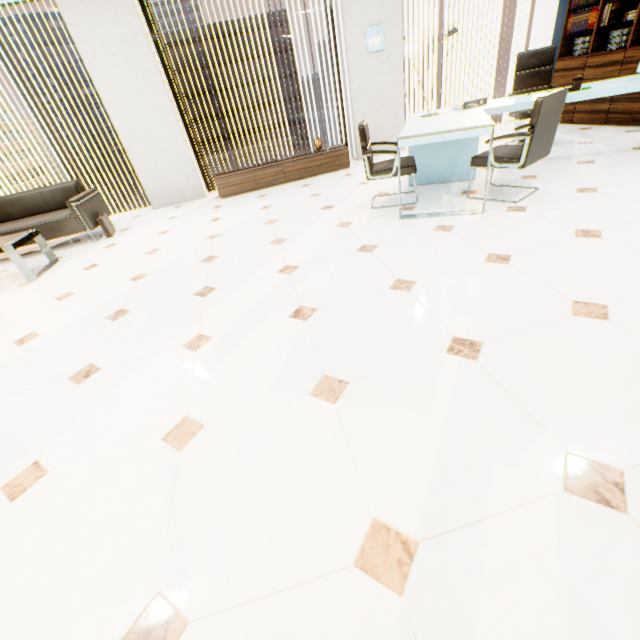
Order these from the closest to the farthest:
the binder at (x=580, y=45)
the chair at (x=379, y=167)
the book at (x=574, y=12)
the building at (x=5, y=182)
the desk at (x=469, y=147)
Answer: the desk at (x=469, y=147), the chair at (x=379, y=167), the book at (x=574, y=12), the binder at (x=580, y=45), the building at (x=5, y=182)

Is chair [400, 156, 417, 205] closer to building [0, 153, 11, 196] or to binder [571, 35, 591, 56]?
binder [571, 35, 591, 56]

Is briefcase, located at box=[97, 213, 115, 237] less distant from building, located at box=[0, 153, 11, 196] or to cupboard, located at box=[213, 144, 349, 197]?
cupboard, located at box=[213, 144, 349, 197]

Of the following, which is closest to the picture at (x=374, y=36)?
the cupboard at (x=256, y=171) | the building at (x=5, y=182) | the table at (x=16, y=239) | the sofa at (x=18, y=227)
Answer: the cupboard at (x=256, y=171)

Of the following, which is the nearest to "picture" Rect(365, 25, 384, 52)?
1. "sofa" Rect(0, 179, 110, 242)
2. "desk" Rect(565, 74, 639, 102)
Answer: "desk" Rect(565, 74, 639, 102)

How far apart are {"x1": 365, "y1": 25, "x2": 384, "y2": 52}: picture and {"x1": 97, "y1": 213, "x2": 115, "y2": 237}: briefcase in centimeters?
503cm

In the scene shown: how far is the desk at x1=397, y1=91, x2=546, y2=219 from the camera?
2.83m

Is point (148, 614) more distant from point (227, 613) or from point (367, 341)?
point (367, 341)
